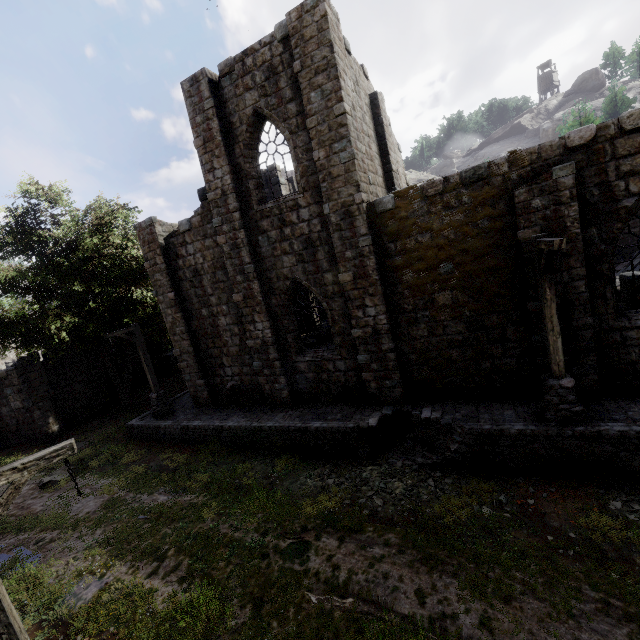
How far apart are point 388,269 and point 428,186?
2.71m

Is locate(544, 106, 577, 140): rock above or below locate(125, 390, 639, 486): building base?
above

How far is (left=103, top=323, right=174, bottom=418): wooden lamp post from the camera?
15.03m

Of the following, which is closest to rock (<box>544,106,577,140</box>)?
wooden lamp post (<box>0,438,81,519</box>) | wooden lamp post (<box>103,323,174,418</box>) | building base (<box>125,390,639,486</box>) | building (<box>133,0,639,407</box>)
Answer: building (<box>133,0,639,407</box>)

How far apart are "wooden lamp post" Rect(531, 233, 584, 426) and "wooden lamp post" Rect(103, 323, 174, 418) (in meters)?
15.49

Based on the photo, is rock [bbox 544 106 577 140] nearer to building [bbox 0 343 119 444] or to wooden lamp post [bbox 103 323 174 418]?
building [bbox 0 343 119 444]

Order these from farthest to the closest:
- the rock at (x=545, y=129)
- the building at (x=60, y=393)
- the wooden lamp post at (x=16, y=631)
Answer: the rock at (x=545, y=129) < the building at (x=60, y=393) < the wooden lamp post at (x=16, y=631)

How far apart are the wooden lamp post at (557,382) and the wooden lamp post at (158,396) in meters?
15.5
